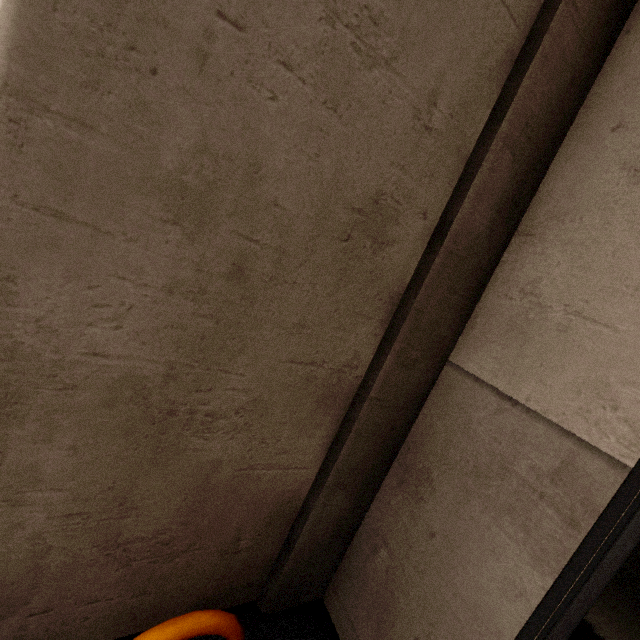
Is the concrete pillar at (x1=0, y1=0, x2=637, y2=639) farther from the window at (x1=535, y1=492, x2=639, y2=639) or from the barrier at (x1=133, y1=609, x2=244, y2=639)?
the window at (x1=535, y1=492, x2=639, y2=639)

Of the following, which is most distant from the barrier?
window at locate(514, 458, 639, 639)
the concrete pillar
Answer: window at locate(514, 458, 639, 639)

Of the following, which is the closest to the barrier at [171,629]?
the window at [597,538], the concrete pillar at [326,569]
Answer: the concrete pillar at [326,569]

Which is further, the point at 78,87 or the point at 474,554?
the point at 474,554

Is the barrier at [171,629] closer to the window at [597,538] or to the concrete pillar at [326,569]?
the concrete pillar at [326,569]
